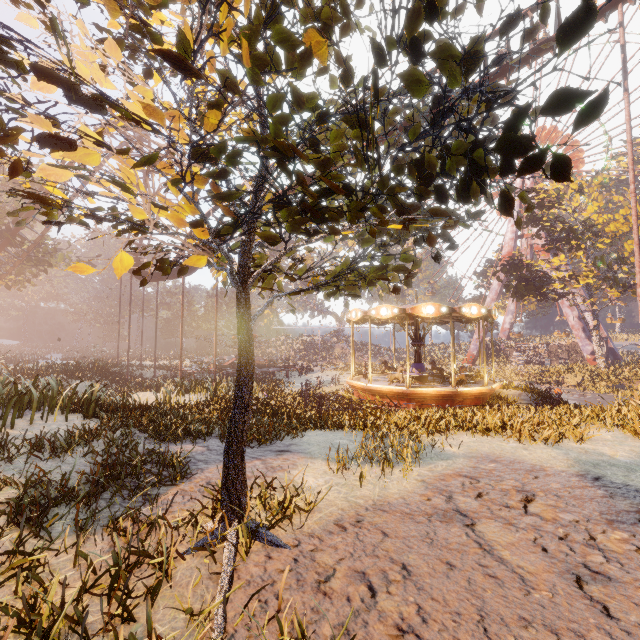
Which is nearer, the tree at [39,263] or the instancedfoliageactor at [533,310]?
the tree at [39,263]

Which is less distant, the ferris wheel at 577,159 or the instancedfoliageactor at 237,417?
the instancedfoliageactor at 237,417

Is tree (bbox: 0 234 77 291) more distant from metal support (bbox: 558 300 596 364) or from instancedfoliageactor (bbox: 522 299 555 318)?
metal support (bbox: 558 300 596 364)

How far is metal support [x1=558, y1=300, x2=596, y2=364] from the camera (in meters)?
36.22

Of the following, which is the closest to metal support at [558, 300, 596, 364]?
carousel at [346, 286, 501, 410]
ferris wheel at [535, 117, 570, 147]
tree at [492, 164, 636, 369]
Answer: ferris wheel at [535, 117, 570, 147]

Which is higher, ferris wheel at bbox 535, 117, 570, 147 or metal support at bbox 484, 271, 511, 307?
ferris wheel at bbox 535, 117, 570, 147

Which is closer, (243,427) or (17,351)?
(243,427)

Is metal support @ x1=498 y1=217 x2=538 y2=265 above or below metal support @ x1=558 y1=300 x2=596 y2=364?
above
